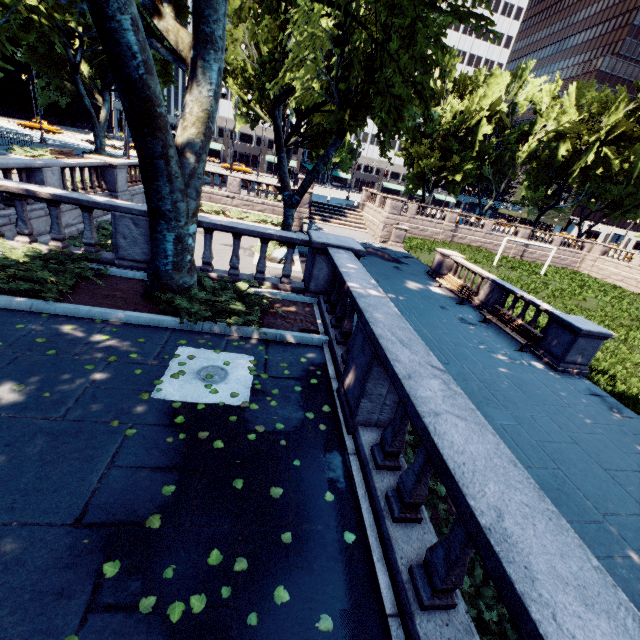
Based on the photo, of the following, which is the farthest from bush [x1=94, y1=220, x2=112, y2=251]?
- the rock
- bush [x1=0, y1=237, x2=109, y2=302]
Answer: the rock

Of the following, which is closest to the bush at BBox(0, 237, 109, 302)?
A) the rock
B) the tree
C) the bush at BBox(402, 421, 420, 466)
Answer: the tree

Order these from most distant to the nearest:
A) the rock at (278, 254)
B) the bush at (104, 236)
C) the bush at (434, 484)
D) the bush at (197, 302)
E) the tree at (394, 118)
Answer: the rock at (278, 254), the bush at (104, 236), the bush at (197, 302), the tree at (394, 118), the bush at (434, 484)

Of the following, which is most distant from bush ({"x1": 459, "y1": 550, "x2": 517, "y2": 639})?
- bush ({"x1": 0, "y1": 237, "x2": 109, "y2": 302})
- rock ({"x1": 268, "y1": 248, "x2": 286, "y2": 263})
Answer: rock ({"x1": 268, "y1": 248, "x2": 286, "y2": 263})

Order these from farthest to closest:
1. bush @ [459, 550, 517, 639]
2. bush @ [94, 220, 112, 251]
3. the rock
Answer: the rock
bush @ [94, 220, 112, 251]
bush @ [459, 550, 517, 639]

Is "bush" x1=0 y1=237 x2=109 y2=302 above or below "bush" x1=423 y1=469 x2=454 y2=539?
above

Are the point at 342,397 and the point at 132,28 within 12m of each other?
yes

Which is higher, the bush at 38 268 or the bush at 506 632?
the bush at 38 268
